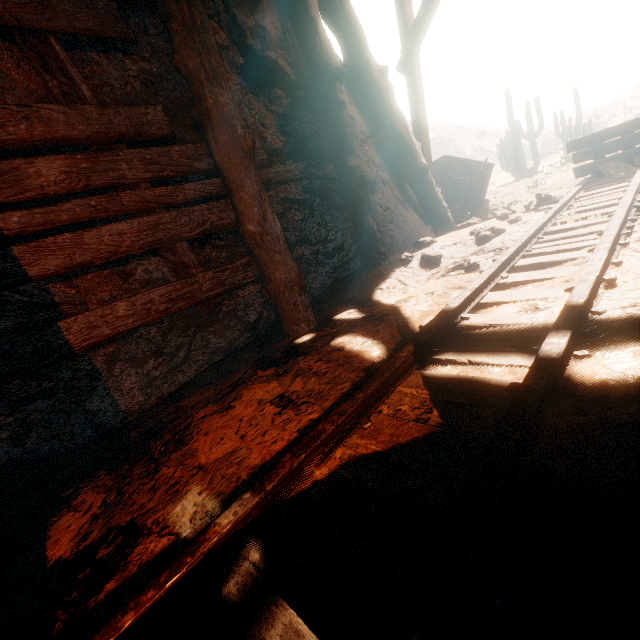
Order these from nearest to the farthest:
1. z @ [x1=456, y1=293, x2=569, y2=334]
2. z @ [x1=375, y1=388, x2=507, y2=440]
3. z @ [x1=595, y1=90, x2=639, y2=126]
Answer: z @ [x1=375, y1=388, x2=507, y2=440], z @ [x1=456, y1=293, x2=569, y2=334], z @ [x1=595, y1=90, x2=639, y2=126]

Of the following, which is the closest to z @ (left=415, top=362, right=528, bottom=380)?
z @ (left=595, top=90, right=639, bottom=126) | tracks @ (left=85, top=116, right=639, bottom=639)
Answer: tracks @ (left=85, top=116, right=639, bottom=639)

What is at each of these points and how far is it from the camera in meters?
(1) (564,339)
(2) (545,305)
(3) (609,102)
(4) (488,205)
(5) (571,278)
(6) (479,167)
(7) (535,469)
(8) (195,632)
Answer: (1) tracks, 1.5 m
(2) z, 2.0 m
(3) z, 55.9 m
(4) rock, 6.6 m
(5) z, 2.2 m
(6) mining cart, 6.3 m
(7) tracks, 1.0 m
(8) z, 1.0 m

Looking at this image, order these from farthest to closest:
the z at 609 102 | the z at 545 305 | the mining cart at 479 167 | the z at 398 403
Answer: the z at 609 102, the mining cart at 479 167, the z at 545 305, the z at 398 403

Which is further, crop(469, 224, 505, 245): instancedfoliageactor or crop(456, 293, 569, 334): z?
crop(469, 224, 505, 245): instancedfoliageactor

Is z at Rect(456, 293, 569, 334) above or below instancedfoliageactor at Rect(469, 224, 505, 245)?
below

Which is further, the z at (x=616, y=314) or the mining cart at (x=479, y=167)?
the mining cart at (x=479, y=167)

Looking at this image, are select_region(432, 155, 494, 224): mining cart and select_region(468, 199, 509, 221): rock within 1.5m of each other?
yes
